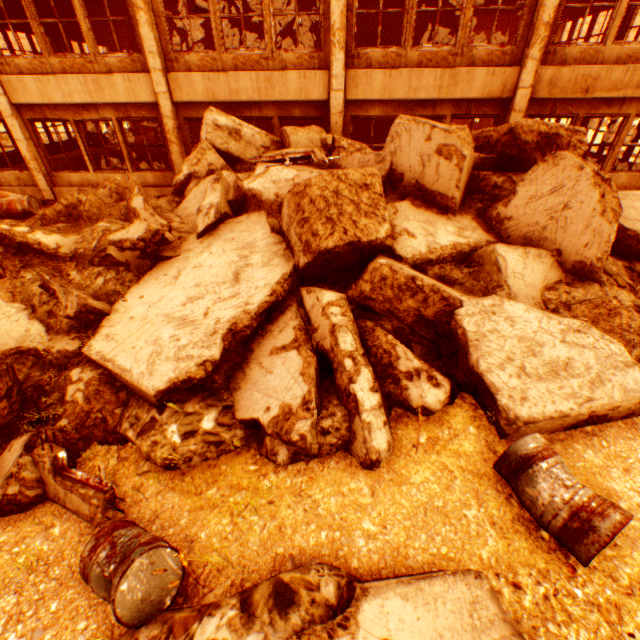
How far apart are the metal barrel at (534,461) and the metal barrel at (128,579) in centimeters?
235cm

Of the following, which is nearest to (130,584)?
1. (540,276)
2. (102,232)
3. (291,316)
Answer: (291,316)

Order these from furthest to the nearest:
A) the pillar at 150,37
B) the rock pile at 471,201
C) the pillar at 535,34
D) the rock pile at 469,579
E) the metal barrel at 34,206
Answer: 1. the metal barrel at 34,206
2. the pillar at 150,37
3. the pillar at 535,34
4. the rock pile at 471,201
5. the rock pile at 469,579

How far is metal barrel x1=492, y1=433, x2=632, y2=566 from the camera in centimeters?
233cm

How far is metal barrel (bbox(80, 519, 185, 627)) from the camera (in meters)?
2.46

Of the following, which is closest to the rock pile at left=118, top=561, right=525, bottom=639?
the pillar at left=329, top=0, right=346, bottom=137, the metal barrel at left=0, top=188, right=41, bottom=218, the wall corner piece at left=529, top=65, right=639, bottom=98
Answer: the pillar at left=329, top=0, right=346, bottom=137

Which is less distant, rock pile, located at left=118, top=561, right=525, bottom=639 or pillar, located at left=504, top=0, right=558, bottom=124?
rock pile, located at left=118, top=561, right=525, bottom=639

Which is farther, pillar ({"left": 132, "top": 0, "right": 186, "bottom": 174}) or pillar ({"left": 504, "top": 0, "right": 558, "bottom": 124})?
pillar ({"left": 132, "top": 0, "right": 186, "bottom": 174})
